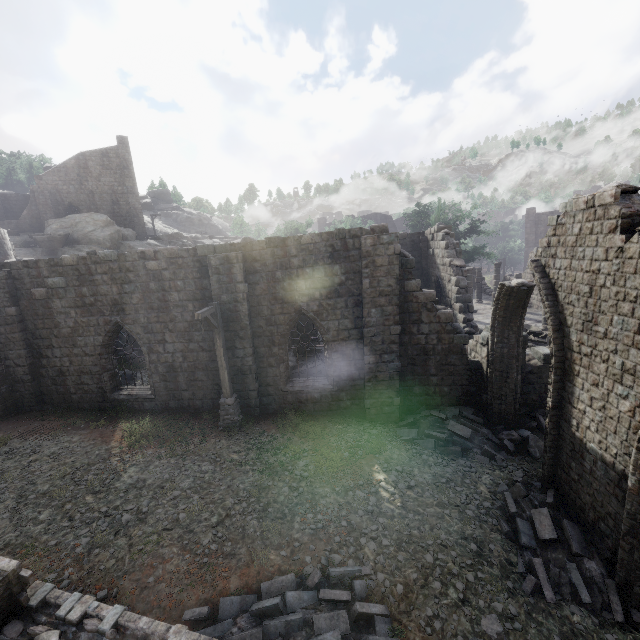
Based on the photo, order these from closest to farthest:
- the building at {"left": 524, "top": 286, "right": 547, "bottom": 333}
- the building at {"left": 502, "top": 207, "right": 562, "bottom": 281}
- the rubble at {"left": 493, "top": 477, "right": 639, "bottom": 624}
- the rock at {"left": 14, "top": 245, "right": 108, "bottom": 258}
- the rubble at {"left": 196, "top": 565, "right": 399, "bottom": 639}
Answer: the rubble at {"left": 196, "top": 565, "right": 399, "bottom": 639} < the rubble at {"left": 493, "top": 477, "right": 639, "bottom": 624} < the building at {"left": 524, "top": 286, "right": 547, "bottom": 333} < the building at {"left": 502, "top": 207, "right": 562, "bottom": 281} < the rock at {"left": 14, "top": 245, "right": 108, "bottom": 258}

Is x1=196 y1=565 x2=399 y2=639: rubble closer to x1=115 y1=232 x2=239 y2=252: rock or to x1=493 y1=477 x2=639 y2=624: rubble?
x1=493 y1=477 x2=639 y2=624: rubble

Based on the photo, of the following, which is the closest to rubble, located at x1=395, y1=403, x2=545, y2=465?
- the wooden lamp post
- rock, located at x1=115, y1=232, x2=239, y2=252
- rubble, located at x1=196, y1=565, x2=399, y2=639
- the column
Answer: rubble, located at x1=196, y1=565, x2=399, y2=639

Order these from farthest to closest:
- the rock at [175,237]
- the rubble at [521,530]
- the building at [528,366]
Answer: the rock at [175,237], the building at [528,366], the rubble at [521,530]

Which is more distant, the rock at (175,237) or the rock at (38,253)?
the rock at (175,237)

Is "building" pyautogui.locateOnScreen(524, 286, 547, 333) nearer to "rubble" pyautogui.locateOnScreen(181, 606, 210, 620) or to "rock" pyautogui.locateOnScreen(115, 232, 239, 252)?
"rubble" pyautogui.locateOnScreen(181, 606, 210, 620)

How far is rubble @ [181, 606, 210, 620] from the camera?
6.0m

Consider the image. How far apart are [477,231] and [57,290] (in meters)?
40.46
